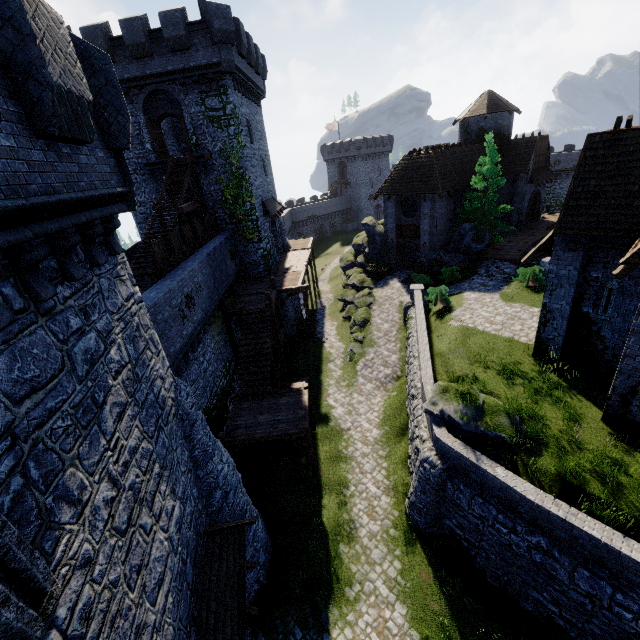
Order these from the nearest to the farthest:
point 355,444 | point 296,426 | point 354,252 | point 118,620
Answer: point 118,620 → point 296,426 → point 355,444 → point 354,252

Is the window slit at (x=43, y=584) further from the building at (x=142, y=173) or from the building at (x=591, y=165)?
the building at (x=591, y=165)

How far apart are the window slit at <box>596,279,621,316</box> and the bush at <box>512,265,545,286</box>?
9.6 meters

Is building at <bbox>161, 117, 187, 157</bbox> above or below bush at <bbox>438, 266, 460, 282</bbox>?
above

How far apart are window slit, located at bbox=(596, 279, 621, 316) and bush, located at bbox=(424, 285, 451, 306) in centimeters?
922cm

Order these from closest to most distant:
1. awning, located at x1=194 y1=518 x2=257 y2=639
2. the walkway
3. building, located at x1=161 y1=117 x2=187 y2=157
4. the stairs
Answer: awning, located at x1=194 y1=518 x2=257 y2=639 < the stairs < the walkway < building, located at x1=161 y1=117 x2=187 y2=157

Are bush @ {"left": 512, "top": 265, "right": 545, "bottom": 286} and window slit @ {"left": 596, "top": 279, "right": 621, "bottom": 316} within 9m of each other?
no

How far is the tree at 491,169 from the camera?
26.5m
